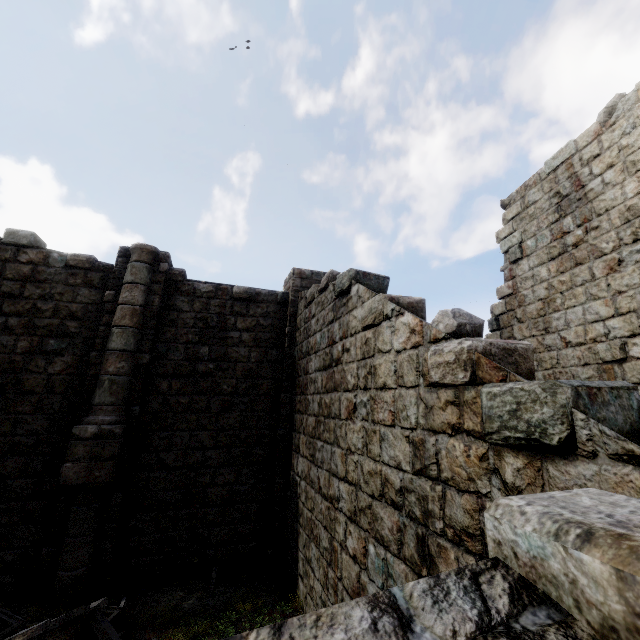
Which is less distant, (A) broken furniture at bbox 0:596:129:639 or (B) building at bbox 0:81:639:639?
(B) building at bbox 0:81:639:639

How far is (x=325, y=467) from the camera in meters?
6.0 m

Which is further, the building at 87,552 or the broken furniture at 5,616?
the broken furniture at 5,616
